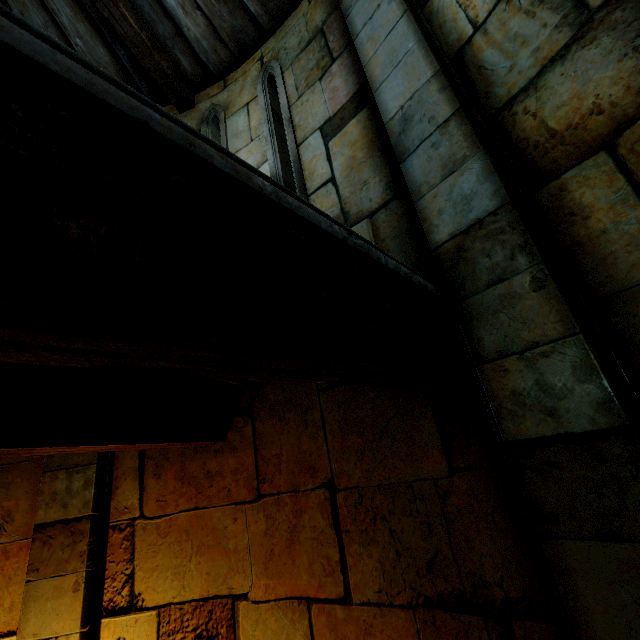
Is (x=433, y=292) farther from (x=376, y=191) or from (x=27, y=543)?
(x=27, y=543)
